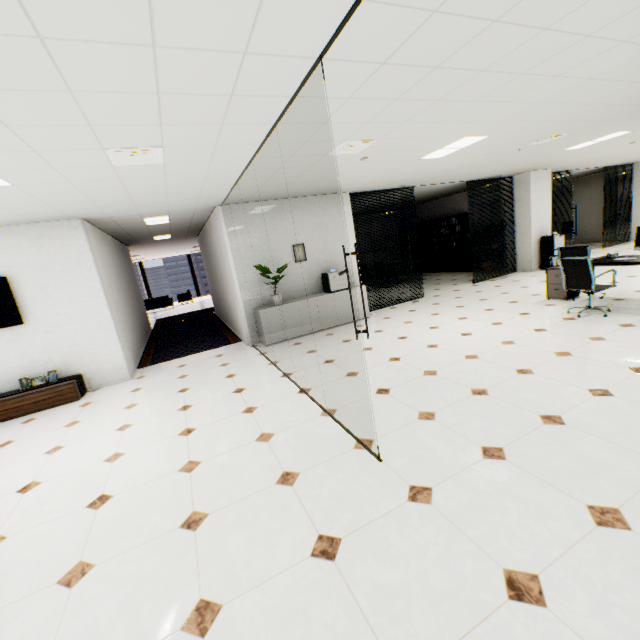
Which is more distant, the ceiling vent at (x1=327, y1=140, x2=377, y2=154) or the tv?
the tv

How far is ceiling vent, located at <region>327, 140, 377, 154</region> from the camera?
3.95m

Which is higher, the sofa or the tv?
the tv

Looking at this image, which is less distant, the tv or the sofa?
the tv

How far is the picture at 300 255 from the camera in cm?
727

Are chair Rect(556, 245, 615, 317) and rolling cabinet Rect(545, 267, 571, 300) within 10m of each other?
yes

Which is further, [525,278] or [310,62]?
[525,278]

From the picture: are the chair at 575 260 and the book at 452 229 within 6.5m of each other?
no
